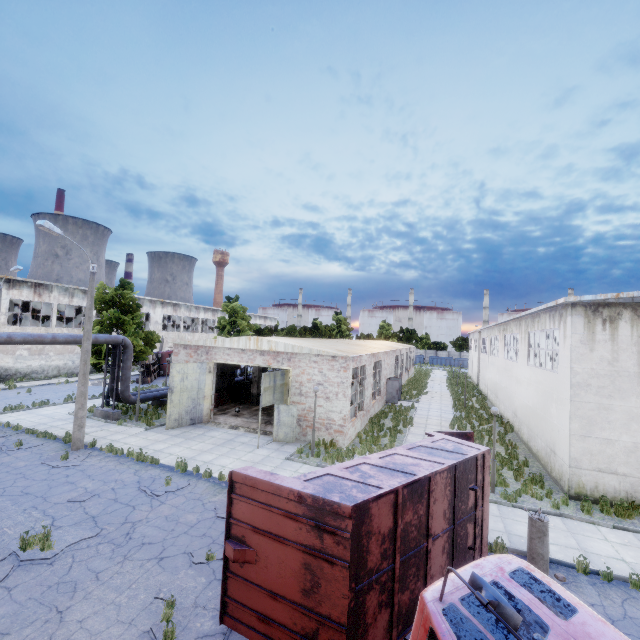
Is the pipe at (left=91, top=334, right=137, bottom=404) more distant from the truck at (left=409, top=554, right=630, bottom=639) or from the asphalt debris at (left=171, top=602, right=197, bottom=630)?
the truck at (left=409, top=554, right=630, bottom=639)

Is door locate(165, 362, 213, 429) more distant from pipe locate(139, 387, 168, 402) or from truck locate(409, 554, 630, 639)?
truck locate(409, 554, 630, 639)

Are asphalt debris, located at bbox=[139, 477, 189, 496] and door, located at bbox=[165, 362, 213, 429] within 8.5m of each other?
yes

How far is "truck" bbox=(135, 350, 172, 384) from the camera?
33.3m

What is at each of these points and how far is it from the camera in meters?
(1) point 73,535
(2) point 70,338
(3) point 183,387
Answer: (1) asphalt debris, 9.1 m
(2) pipe, 17.6 m
(3) door, 19.3 m

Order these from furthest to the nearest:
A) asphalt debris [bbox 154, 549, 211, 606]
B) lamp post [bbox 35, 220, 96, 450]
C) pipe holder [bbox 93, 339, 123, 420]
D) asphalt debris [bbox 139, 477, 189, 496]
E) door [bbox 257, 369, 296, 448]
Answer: pipe holder [bbox 93, 339, 123, 420], door [bbox 257, 369, 296, 448], lamp post [bbox 35, 220, 96, 450], asphalt debris [bbox 139, 477, 189, 496], asphalt debris [bbox 154, 549, 211, 606]

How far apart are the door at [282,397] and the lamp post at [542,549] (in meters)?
10.96

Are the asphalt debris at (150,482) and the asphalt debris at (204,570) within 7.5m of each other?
yes
